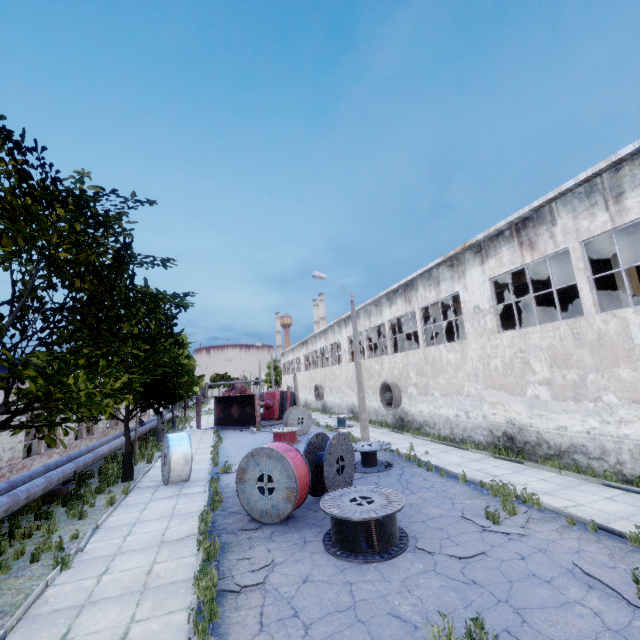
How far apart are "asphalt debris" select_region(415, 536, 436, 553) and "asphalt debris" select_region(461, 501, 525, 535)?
1.0m

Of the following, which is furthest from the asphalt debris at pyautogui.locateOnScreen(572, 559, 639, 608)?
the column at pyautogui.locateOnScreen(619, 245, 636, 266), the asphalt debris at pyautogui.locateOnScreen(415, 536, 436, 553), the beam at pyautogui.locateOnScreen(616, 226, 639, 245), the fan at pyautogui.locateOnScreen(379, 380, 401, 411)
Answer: the fan at pyautogui.locateOnScreen(379, 380, 401, 411)

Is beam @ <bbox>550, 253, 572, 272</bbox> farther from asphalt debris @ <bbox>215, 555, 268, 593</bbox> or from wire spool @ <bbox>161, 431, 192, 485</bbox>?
wire spool @ <bbox>161, 431, 192, 485</bbox>

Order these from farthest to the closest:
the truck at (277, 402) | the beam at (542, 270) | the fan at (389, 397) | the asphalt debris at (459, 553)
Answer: the truck at (277, 402)
the fan at (389, 397)
the beam at (542, 270)
the asphalt debris at (459, 553)

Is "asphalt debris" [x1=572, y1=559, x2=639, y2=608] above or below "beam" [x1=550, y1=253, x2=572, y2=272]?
below

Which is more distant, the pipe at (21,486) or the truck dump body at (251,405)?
the truck dump body at (251,405)

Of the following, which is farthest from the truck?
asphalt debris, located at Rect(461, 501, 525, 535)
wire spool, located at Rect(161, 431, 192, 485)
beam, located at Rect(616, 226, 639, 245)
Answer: asphalt debris, located at Rect(461, 501, 525, 535)

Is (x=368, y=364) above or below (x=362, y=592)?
above
